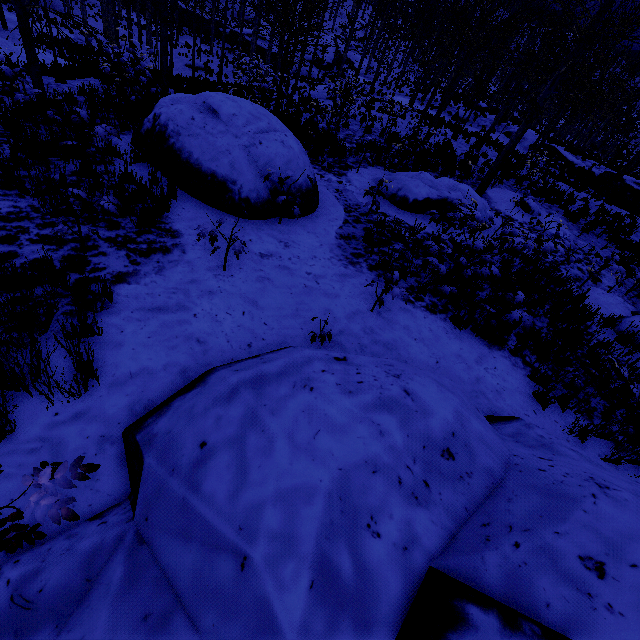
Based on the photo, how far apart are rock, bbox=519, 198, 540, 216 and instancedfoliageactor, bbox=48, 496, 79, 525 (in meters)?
14.03

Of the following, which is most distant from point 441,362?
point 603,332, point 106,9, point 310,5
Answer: point 106,9

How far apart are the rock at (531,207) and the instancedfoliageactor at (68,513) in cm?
1403

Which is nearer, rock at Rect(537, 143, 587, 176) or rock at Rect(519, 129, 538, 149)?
rock at Rect(537, 143, 587, 176)

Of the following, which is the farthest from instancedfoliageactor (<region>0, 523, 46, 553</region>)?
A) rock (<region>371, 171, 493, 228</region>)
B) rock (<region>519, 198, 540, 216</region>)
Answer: rock (<region>519, 198, 540, 216</region>)

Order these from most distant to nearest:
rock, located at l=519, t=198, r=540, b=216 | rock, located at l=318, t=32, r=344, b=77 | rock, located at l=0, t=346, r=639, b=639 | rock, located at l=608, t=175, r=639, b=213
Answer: rock, located at l=318, t=32, r=344, b=77 → rock, located at l=608, t=175, r=639, b=213 → rock, located at l=519, t=198, r=540, b=216 → rock, located at l=0, t=346, r=639, b=639

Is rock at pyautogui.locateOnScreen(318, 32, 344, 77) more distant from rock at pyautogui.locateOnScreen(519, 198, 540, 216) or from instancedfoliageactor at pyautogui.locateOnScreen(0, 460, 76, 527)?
instancedfoliageactor at pyautogui.locateOnScreen(0, 460, 76, 527)

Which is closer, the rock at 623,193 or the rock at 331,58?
the rock at 623,193
